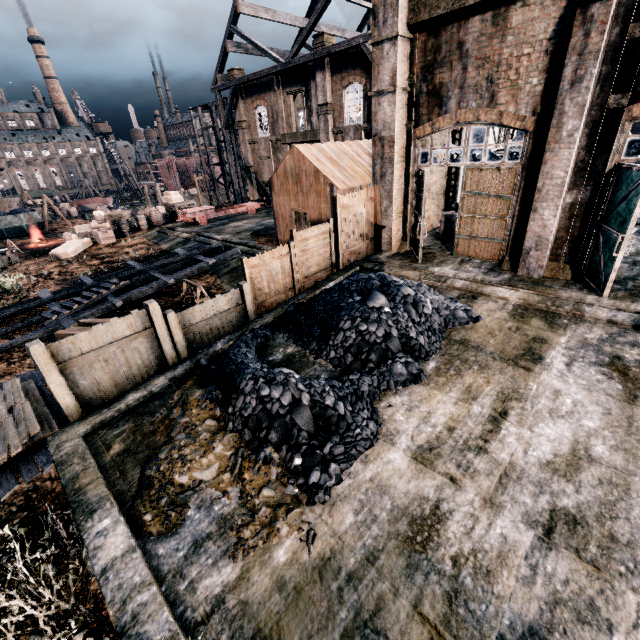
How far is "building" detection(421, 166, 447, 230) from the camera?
16.3 meters

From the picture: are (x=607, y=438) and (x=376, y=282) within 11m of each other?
yes

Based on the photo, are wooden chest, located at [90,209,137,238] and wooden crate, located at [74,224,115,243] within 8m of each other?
yes

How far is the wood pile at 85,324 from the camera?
11.9m

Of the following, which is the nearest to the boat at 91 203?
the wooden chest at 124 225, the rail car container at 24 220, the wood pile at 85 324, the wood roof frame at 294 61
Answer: the rail car container at 24 220

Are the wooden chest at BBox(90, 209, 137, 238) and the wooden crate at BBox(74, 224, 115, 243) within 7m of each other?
yes

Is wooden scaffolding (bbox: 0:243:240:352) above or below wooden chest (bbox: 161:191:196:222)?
below

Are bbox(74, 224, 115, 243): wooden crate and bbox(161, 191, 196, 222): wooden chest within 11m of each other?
yes
